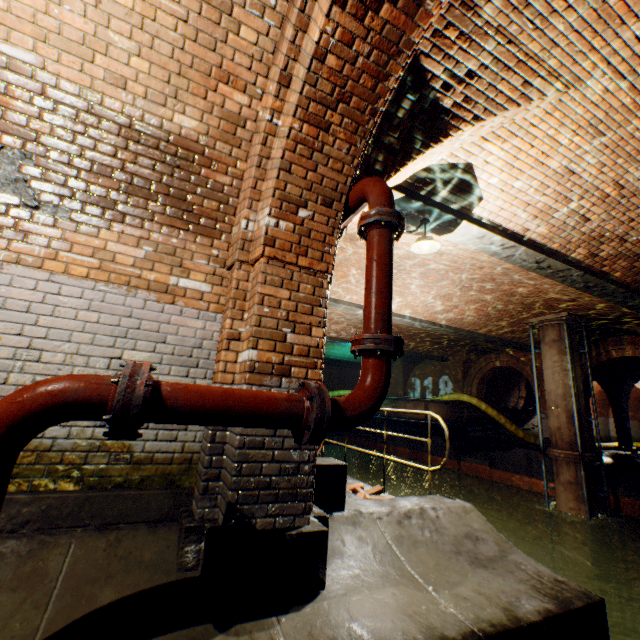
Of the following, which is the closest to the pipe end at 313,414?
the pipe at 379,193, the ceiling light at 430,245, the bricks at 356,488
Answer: the pipe at 379,193

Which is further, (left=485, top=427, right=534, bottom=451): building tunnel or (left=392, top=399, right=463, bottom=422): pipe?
(left=485, top=427, right=534, bottom=451): building tunnel

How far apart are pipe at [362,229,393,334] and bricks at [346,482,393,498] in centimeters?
308cm

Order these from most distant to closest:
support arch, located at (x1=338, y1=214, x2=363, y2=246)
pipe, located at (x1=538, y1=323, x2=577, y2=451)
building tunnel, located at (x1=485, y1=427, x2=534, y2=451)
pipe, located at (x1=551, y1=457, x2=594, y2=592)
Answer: building tunnel, located at (x1=485, y1=427, x2=534, y2=451), pipe, located at (x1=538, y1=323, x2=577, y2=451), pipe, located at (x1=551, y1=457, x2=594, y2=592), support arch, located at (x1=338, y1=214, x2=363, y2=246)

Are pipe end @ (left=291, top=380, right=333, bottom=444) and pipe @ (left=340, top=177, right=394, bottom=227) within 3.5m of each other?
yes

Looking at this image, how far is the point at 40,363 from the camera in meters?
2.5 m

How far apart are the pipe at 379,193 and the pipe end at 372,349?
1.0 meters

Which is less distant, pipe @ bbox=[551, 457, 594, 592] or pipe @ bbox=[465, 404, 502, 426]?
pipe @ bbox=[551, 457, 594, 592]
